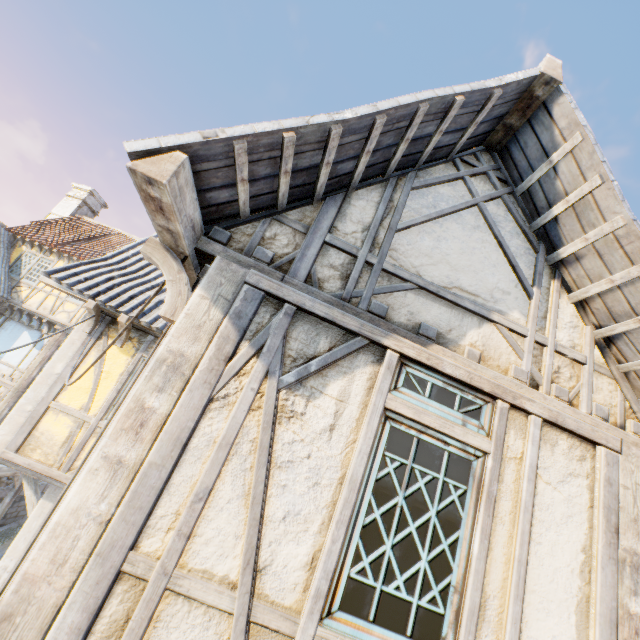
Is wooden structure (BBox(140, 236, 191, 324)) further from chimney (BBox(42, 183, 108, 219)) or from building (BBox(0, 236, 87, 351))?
chimney (BBox(42, 183, 108, 219))

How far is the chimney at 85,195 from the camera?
18.3m

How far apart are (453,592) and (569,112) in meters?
4.1

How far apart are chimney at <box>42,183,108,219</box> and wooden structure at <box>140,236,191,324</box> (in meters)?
20.25

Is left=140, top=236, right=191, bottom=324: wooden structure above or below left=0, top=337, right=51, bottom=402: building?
above

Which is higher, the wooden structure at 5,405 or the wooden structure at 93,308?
the wooden structure at 93,308

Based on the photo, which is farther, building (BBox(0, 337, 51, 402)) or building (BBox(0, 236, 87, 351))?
building (BBox(0, 236, 87, 351))

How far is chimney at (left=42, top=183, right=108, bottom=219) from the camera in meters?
18.3 m
